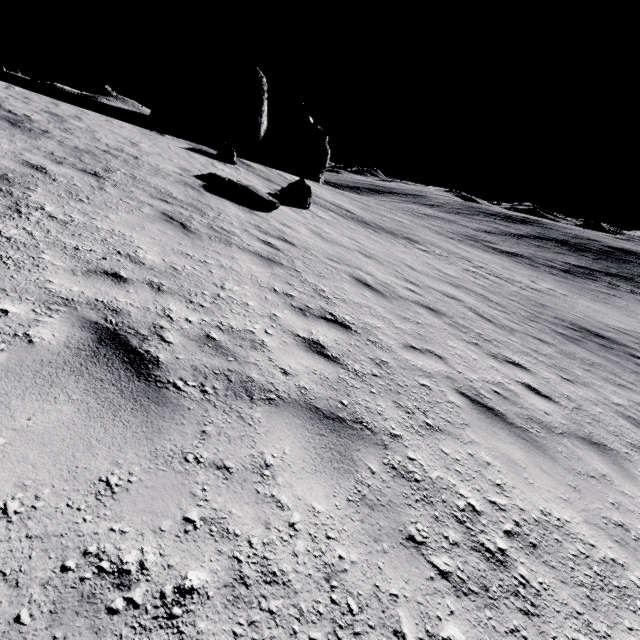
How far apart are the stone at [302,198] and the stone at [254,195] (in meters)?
3.64

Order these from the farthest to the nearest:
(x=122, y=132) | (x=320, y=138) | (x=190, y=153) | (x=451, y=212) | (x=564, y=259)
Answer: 1. (x=451, y=212)
2. (x=320, y=138)
3. (x=564, y=259)
4. (x=190, y=153)
5. (x=122, y=132)

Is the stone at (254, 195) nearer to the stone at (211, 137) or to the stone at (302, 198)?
the stone at (302, 198)

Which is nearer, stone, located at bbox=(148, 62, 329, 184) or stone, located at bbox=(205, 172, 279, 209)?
stone, located at bbox=(205, 172, 279, 209)

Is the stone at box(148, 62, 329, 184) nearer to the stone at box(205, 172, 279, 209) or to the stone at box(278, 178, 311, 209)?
the stone at box(278, 178, 311, 209)

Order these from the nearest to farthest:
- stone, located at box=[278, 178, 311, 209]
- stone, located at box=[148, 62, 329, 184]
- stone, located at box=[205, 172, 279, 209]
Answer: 1. stone, located at box=[205, 172, 279, 209]
2. stone, located at box=[278, 178, 311, 209]
3. stone, located at box=[148, 62, 329, 184]
